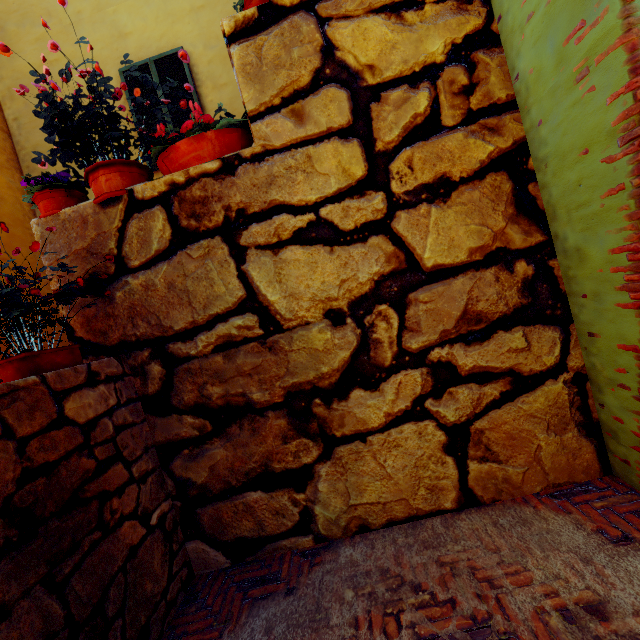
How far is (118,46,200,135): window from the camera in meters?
5.1 m

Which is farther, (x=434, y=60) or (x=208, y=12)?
(x=208, y=12)

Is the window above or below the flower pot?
above

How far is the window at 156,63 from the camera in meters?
5.1

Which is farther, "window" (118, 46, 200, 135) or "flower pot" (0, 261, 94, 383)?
"window" (118, 46, 200, 135)

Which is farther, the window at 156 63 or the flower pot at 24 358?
the window at 156 63
